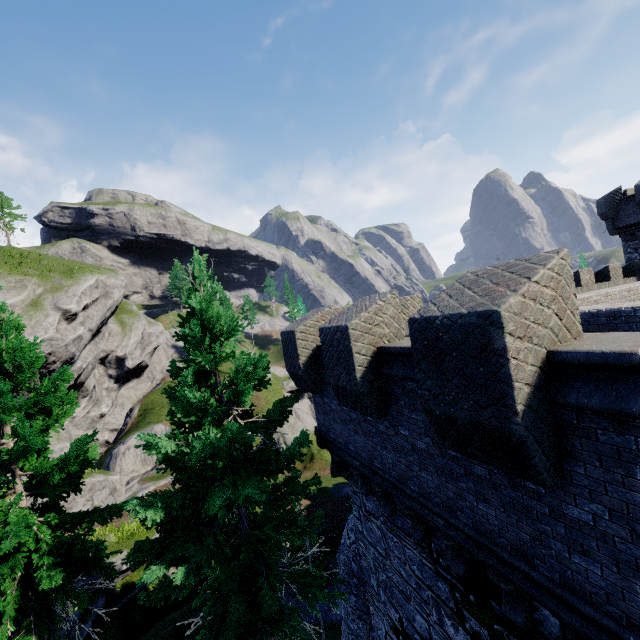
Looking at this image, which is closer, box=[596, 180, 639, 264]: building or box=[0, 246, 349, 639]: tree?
box=[0, 246, 349, 639]: tree

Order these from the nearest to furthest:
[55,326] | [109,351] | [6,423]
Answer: [6,423] < [55,326] < [109,351]

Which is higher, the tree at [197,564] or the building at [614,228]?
the building at [614,228]

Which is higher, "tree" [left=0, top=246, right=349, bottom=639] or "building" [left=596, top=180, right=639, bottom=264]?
"building" [left=596, top=180, right=639, bottom=264]

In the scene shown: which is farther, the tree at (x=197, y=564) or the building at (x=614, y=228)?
the building at (x=614, y=228)
